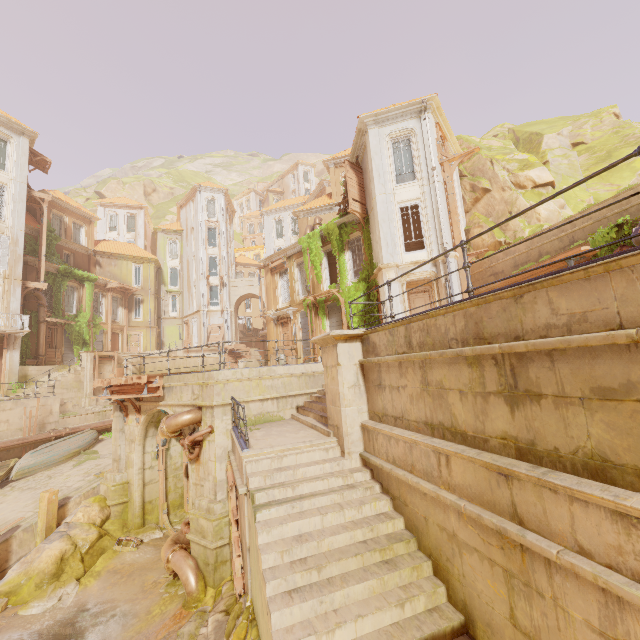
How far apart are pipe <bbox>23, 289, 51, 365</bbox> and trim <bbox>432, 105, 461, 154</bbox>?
31.46m

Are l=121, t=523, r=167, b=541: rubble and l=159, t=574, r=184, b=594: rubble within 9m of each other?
yes

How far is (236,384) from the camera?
10.9 meters

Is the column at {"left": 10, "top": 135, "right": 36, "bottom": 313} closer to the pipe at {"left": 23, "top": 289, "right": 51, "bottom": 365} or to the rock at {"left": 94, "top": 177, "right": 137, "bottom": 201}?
the pipe at {"left": 23, "top": 289, "right": 51, "bottom": 365}

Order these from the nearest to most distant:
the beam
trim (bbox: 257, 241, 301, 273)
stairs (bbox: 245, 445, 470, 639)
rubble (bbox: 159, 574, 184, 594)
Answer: stairs (bbox: 245, 445, 470, 639) → rubble (bbox: 159, 574, 184, 594) → the beam → trim (bbox: 257, 241, 301, 273)

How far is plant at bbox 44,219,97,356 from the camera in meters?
28.6

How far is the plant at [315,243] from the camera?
22.12m

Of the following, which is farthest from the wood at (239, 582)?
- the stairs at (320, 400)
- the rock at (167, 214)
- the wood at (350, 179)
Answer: the rock at (167, 214)
